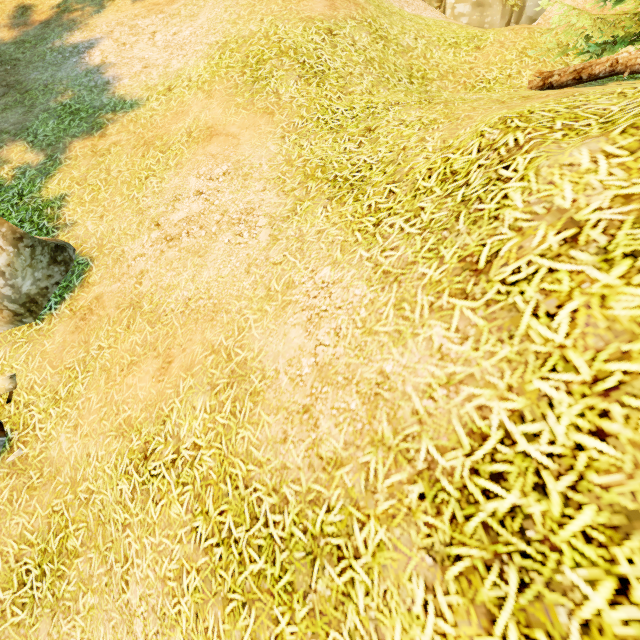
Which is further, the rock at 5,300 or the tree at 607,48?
the tree at 607,48

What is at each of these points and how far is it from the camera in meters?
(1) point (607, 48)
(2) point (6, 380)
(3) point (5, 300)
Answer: (1) tree, 6.6
(2) rock, 4.8
(3) rock, 4.8

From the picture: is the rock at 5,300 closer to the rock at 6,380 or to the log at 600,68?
the rock at 6,380

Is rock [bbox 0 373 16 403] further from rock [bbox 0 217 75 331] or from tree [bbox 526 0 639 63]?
tree [bbox 526 0 639 63]

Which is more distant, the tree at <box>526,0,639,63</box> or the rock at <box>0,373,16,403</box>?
the tree at <box>526,0,639,63</box>

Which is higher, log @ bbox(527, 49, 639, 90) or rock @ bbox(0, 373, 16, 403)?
log @ bbox(527, 49, 639, 90)

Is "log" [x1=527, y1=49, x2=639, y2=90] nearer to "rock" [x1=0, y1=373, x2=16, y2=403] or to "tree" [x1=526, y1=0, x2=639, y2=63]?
"tree" [x1=526, y1=0, x2=639, y2=63]

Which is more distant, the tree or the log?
the tree
